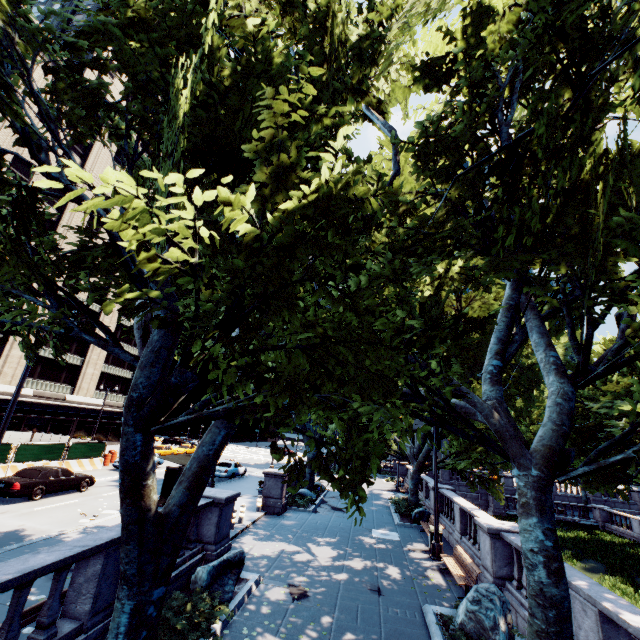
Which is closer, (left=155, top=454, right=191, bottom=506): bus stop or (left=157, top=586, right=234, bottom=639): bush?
(left=157, top=586, right=234, bottom=639): bush

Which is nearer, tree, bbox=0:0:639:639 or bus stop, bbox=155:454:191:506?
tree, bbox=0:0:639:639

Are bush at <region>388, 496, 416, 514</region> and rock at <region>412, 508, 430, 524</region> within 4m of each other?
yes

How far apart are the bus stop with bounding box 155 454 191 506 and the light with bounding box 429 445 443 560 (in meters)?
12.54

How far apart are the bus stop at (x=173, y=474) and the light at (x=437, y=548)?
12.5m

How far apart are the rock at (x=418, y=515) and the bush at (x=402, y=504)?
0.86m

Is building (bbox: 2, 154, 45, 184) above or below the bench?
above

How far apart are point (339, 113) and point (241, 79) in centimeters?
619cm
